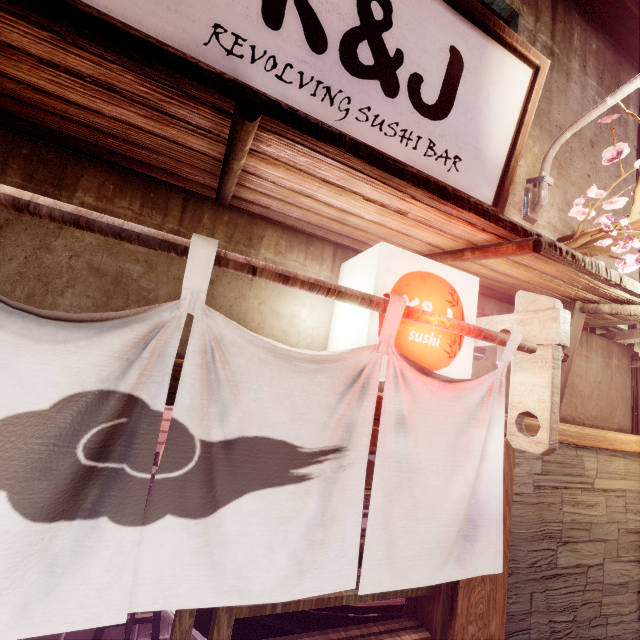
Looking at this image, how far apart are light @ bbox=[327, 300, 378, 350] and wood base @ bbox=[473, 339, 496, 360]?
0.7m

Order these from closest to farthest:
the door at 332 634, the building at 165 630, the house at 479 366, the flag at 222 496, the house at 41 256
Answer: the flag at 222 496, the house at 41 256, the door at 332 634, the house at 479 366, the building at 165 630

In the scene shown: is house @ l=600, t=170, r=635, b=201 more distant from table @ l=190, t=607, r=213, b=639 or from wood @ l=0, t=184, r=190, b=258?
table @ l=190, t=607, r=213, b=639

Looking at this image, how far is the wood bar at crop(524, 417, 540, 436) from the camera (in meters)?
3.90

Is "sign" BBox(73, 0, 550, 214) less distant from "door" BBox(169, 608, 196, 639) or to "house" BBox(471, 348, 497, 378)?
"house" BBox(471, 348, 497, 378)

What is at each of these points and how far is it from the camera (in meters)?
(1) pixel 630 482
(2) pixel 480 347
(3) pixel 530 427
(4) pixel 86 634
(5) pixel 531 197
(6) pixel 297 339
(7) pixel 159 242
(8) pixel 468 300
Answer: (1) house, 4.87
(2) wood base, 4.32
(3) wood bar, 3.93
(4) building, 6.10
(5) light, 4.93
(6) house, 3.46
(7) wood, 2.12
(8) light, 3.35

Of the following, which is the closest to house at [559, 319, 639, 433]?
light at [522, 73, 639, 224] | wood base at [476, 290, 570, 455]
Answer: wood base at [476, 290, 570, 455]

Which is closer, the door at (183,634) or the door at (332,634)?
the door at (183,634)
